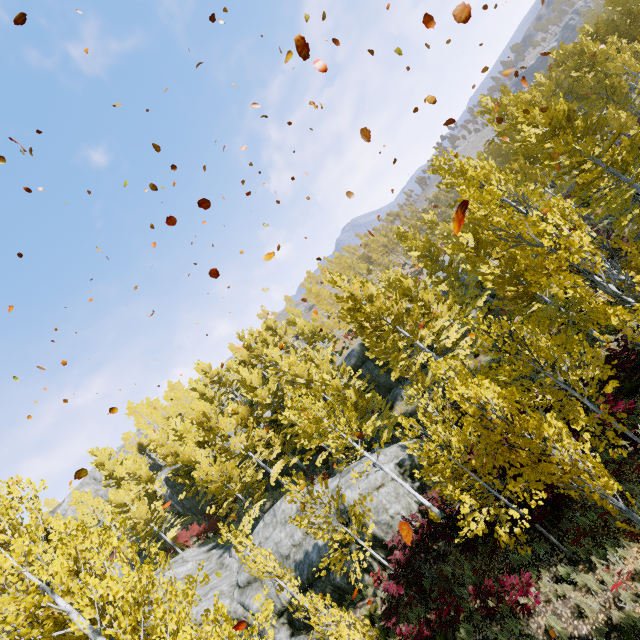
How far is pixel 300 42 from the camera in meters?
4.9 m

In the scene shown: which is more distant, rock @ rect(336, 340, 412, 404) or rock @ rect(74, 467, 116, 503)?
rock @ rect(74, 467, 116, 503)

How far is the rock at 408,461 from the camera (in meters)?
16.72

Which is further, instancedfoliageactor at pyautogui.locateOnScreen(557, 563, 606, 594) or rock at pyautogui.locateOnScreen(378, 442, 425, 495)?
rock at pyautogui.locateOnScreen(378, 442, 425, 495)

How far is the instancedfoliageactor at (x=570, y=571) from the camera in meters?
7.7 m

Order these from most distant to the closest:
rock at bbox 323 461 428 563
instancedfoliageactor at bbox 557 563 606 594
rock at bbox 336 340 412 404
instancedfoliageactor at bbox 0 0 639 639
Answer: rock at bbox 336 340 412 404, rock at bbox 323 461 428 563, instancedfoliageactor at bbox 557 563 606 594, instancedfoliageactor at bbox 0 0 639 639

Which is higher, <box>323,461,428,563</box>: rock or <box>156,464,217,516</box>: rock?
<box>156,464,217,516</box>: rock

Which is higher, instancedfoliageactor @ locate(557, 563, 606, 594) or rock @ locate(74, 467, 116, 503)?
rock @ locate(74, 467, 116, 503)
